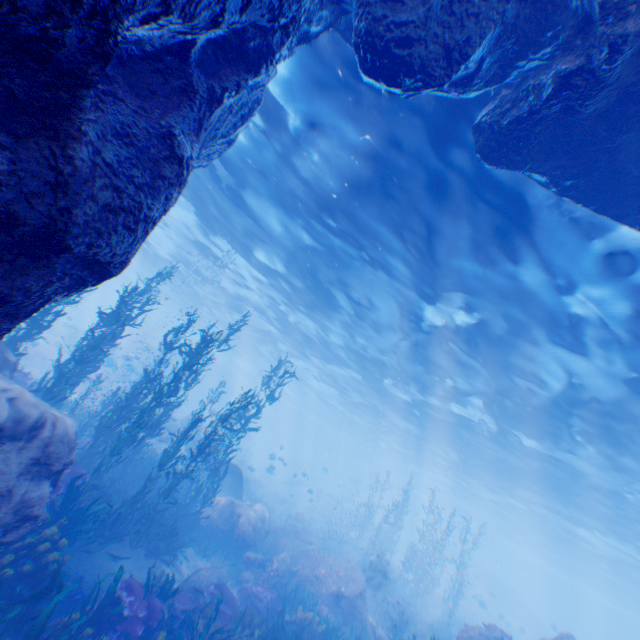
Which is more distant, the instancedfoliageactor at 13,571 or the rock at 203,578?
the rock at 203,578

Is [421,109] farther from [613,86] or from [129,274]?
[129,274]

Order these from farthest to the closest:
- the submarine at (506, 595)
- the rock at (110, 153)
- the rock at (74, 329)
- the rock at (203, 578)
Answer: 1. the submarine at (506, 595)
2. the rock at (74, 329)
3. the rock at (203, 578)
4. the rock at (110, 153)

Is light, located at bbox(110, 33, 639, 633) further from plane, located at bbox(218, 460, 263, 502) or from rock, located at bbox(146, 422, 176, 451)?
plane, located at bbox(218, 460, 263, 502)

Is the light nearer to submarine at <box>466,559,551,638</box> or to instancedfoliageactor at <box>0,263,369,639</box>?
submarine at <box>466,559,551,638</box>

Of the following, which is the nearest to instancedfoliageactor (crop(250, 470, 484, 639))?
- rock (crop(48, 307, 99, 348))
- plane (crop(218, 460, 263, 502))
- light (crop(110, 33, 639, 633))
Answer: plane (crop(218, 460, 263, 502))

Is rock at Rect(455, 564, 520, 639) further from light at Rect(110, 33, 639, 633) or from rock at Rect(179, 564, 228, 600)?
rock at Rect(179, 564, 228, 600)

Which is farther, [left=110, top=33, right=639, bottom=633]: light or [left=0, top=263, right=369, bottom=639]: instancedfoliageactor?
[left=110, top=33, right=639, bottom=633]: light
